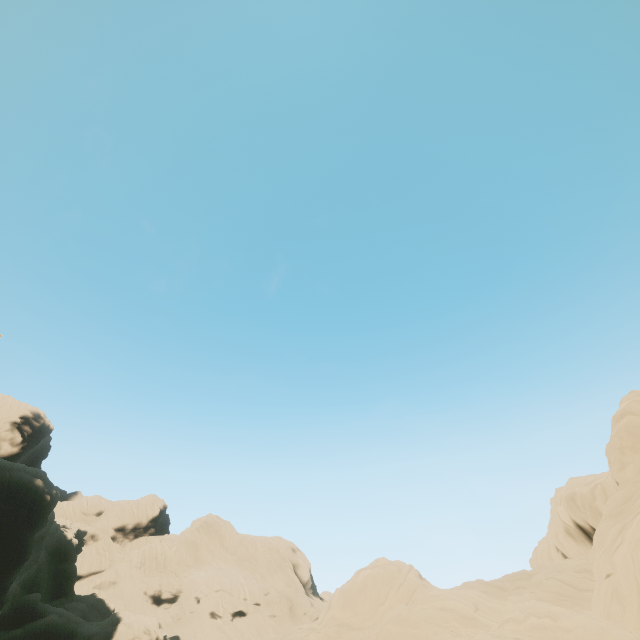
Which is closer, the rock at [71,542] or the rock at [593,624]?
the rock at [593,624]

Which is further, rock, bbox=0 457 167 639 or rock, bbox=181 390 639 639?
rock, bbox=0 457 167 639

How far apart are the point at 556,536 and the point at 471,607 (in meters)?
16.04
